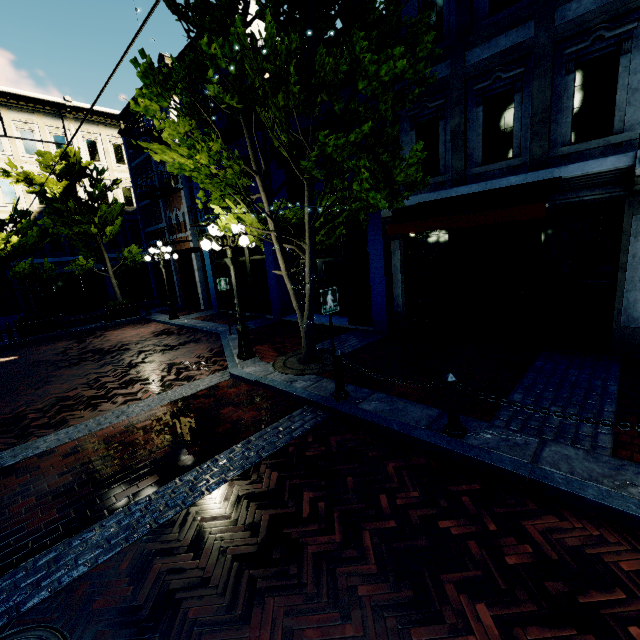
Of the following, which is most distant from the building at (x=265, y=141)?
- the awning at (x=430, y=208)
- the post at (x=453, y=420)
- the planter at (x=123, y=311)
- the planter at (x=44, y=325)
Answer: the planter at (x=44, y=325)

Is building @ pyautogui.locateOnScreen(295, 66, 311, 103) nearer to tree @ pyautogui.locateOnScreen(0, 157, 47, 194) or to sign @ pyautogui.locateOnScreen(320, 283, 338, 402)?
tree @ pyautogui.locateOnScreen(0, 157, 47, 194)

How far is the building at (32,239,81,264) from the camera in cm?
2070

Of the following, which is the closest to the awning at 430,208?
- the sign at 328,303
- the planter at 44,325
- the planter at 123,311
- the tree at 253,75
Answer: the tree at 253,75

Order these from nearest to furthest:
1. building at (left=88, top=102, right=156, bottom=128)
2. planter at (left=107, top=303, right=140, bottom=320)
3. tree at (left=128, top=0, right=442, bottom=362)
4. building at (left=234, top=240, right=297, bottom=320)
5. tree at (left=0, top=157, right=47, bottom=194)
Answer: tree at (left=128, top=0, right=442, bottom=362), building at (left=234, top=240, right=297, bottom=320), tree at (left=0, top=157, right=47, bottom=194), planter at (left=107, top=303, right=140, bottom=320), building at (left=88, top=102, right=156, bottom=128)

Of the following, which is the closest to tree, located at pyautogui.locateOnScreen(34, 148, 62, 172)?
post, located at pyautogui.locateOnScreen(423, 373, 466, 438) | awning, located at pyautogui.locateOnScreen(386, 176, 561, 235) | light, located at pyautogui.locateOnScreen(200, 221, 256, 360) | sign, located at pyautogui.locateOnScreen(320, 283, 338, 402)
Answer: light, located at pyautogui.locateOnScreen(200, 221, 256, 360)

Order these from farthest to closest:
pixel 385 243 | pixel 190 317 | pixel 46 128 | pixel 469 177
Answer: pixel 46 128
pixel 190 317
pixel 385 243
pixel 469 177
